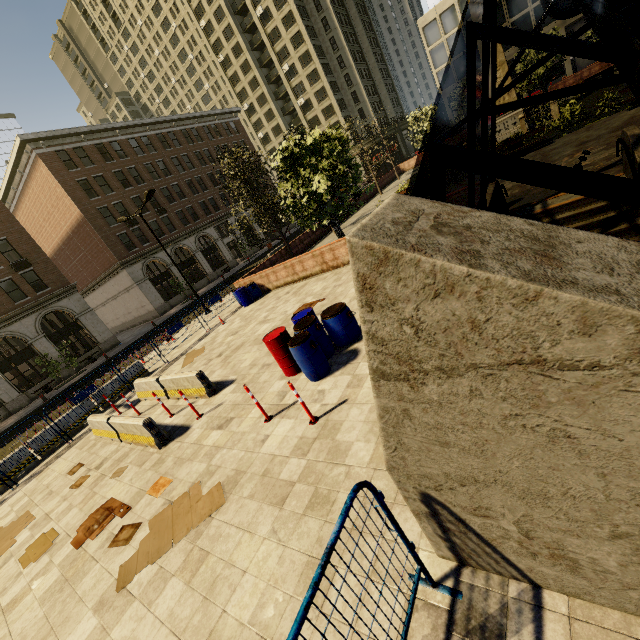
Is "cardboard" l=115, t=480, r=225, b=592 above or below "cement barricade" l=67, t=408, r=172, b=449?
below

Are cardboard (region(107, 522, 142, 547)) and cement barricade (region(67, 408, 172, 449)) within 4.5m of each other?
yes

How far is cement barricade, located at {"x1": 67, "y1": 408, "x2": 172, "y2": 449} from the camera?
8.04m

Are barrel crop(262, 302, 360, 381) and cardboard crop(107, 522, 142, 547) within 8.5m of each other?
yes

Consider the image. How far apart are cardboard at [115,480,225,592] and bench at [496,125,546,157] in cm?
1985

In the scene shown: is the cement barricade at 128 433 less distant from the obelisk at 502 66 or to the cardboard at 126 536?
the cardboard at 126 536

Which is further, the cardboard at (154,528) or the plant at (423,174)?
the plant at (423,174)

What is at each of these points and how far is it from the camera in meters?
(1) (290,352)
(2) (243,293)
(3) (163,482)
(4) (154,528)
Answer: (1) barrel, 7.8 m
(2) barrel, 17.7 m
(3) cardboard, 6.7 m
(4) cardboard, 5.6 m
